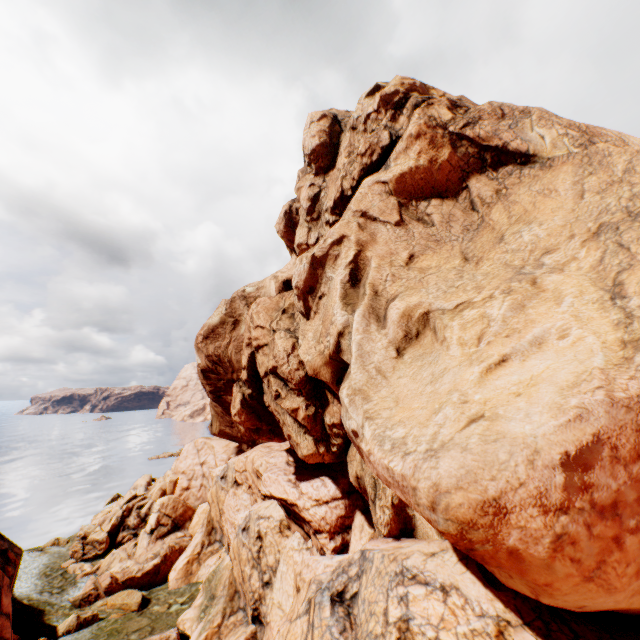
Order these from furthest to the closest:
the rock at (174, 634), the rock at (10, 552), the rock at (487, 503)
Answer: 1. the rock at (174, 634)
2. the rock at (10, 552)
3. the rock at (487, 503)

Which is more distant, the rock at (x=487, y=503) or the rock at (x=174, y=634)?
the rock at (x=174, y=634)

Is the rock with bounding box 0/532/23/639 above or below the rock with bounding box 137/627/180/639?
above

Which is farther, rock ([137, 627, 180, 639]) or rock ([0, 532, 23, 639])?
rock ([137, 627, 180, 639])

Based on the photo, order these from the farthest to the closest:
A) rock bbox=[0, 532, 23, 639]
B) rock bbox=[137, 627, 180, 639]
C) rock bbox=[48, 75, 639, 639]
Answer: rock bbox=[137, 627, 180, 639] → rock bbox=[0, 532, 23, 639] → rock bbox=[48, 75, 639, 639]

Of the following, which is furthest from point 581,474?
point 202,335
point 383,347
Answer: point 202,335
